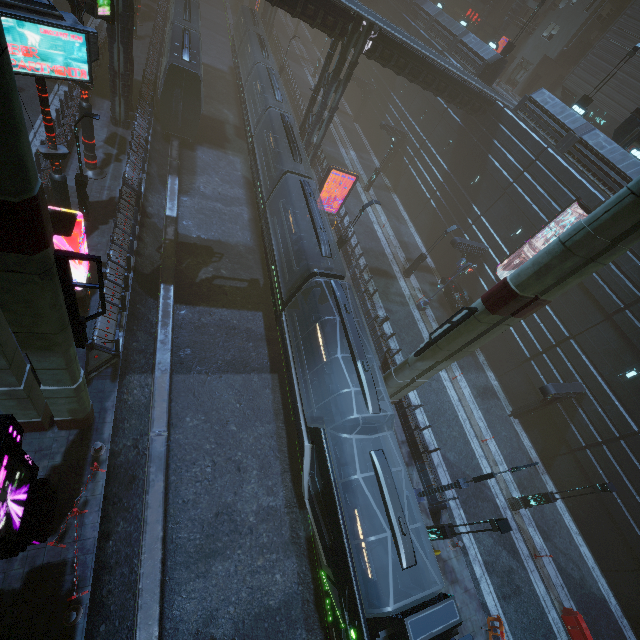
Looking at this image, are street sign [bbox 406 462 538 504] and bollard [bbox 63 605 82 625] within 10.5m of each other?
no

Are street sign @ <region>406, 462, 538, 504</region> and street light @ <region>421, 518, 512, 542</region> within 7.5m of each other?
yes

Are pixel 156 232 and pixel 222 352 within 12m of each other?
yes

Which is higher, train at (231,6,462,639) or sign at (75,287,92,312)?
train at (231,6,462,639)

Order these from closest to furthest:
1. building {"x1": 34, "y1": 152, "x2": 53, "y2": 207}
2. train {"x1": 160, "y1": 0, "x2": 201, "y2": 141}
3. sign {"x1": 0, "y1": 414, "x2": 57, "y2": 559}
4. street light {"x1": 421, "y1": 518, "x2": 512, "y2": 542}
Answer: sign {"x1": 0, "y1": 414, "x2": 57, "y2": 559}, street light {"x1": 421, "y1": 518, "x2": 512, "y2": 542}, building {"x1": 34, "y1": 152, "x2": 53, "y2": 207}, train {"x1": 160, "y1": 0, "x2": 201, "y2": 141}

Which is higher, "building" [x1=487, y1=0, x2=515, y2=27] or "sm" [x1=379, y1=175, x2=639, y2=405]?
"building" [x1=487, y1=0, x2=515, y2=27]

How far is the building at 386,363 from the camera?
20.0 meters

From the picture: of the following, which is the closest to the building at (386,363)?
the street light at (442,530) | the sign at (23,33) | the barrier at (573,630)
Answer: the sign at (23,33)
